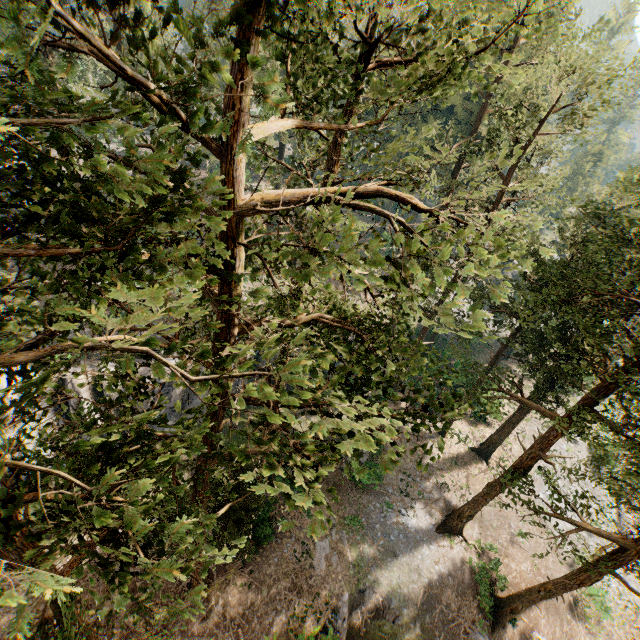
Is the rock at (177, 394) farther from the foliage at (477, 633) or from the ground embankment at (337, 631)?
the ground embankment at (337, 631)

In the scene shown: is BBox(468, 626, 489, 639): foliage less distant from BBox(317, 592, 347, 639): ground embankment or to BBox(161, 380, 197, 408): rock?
BBox(317, 592, 347, 639): ground embankment

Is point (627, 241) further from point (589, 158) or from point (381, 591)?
point (589, 158)

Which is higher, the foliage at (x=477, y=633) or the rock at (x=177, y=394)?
the rock at (x=177, y=394)

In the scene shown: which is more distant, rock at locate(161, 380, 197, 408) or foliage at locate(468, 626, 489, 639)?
rock at locate(161, 380, 197, 408)

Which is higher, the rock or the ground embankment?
the rock

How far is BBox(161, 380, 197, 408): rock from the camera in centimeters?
2556cm
